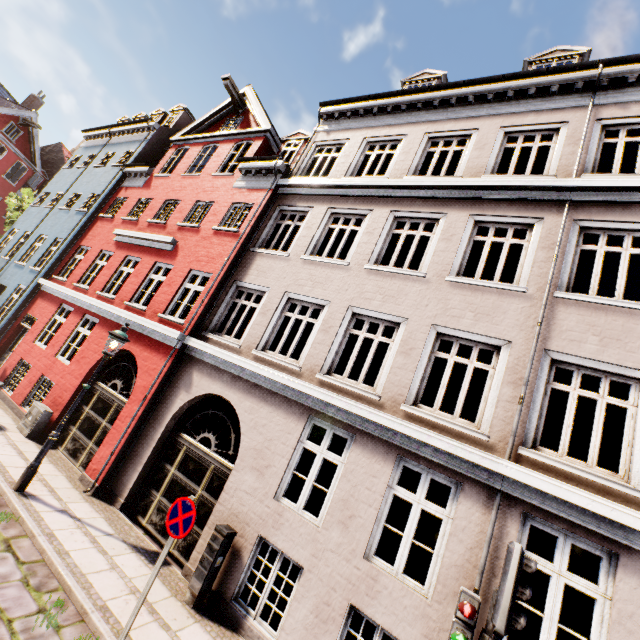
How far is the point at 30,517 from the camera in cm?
605

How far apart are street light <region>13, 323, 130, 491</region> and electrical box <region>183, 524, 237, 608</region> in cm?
412

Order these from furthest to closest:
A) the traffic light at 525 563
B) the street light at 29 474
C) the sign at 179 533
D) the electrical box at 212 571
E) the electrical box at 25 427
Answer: the electrical box at 25 427 → the street light at 29 474 → the electrical box at 212 571 → the sign at 179 533 → the traffic light at 525 563

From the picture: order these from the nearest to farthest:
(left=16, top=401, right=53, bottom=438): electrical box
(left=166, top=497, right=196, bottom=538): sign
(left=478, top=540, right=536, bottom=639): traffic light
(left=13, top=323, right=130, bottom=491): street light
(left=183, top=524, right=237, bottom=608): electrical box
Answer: (left=478, top=540, right=536, bottom=639): traffic light < (left=166, top=497, right=196, bottom=538): sign < (left=183, top=524, right=237, bottom=608): electrical box < (left=13, top=323, right=130, bottom=491): street light < (left=16, top=401, right=53, bottom=438): electrical box

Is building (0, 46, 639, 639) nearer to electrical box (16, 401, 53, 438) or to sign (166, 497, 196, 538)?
electrical box (16, 401, 53, 438)

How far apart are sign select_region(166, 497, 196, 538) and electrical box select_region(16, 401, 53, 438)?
7.5 meters

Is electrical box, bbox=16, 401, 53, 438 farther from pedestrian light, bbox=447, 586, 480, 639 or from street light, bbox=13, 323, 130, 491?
pedestrian light, bbox=447, 586, 480, 639

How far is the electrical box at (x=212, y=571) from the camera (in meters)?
5.74
